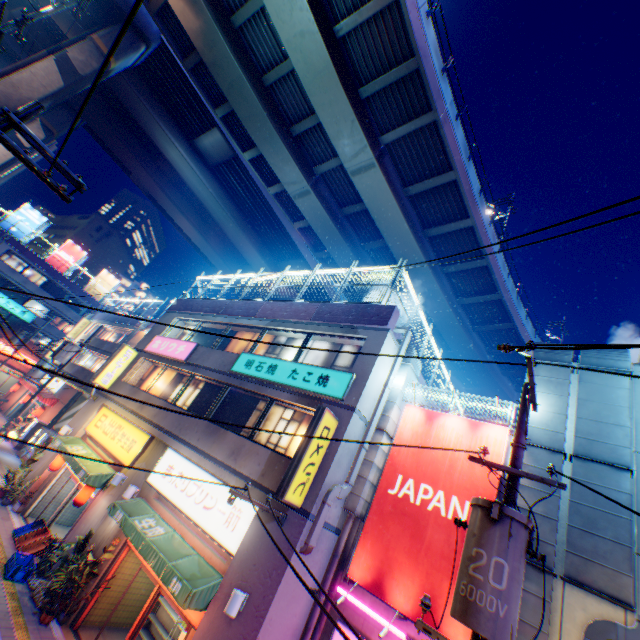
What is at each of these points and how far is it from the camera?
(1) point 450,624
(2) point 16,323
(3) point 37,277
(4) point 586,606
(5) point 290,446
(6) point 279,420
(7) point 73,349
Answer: (1) billboard, 6.8m
(2) building, 41.1m
(3) window glass, 42.4m
(4) building, 6.3m
(5) window glass, 10.4m
(6) window glass, 11.4m
(7) electric pole, 23.9m

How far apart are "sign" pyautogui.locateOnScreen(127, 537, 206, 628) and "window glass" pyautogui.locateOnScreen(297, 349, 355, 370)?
6.59m

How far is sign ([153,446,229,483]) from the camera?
10.6m

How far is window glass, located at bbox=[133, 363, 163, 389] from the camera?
17.44m

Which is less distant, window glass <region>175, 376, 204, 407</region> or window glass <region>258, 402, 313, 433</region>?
Result: window glass <region>258, 402, 313, 433</region>

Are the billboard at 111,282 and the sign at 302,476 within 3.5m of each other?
no

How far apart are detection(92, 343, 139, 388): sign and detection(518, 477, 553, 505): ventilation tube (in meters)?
18.86

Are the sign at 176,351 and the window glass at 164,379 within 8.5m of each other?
yes
